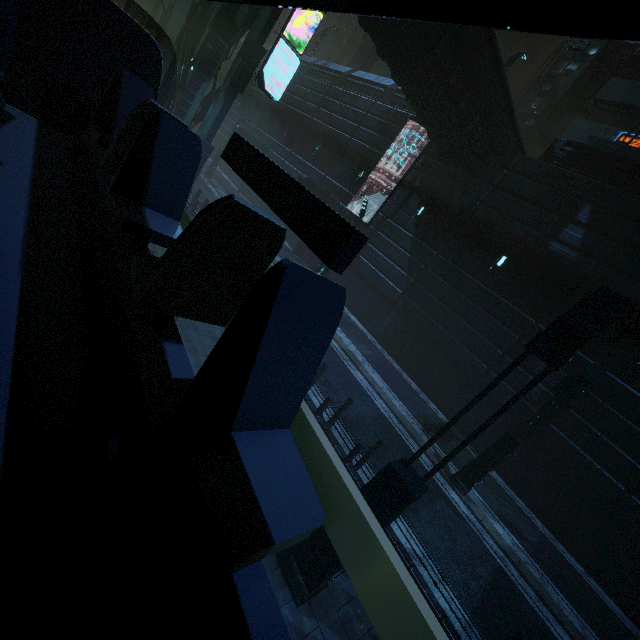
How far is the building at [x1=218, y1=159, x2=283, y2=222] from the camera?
28.91m

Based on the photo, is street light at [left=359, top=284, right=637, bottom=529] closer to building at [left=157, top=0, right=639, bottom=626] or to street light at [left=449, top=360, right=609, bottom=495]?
building at [left=157, top=0, right=639, bottom=626]

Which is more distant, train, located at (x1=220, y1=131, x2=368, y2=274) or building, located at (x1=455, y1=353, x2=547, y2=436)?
building, located at (x1=455, y1=353, x2=547, y2=436)

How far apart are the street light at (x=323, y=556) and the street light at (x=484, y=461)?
6.7m

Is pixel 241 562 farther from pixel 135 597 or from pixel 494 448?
pixel 494 448

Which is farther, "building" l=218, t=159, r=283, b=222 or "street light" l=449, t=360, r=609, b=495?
"building" l=218, t=159, r=283, b=222

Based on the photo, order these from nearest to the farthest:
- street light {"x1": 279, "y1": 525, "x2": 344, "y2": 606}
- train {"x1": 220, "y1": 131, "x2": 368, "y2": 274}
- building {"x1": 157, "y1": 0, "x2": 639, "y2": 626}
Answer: train {"x1": 220, "y1": 131, "x2": 368, "y2": 274}
street light {"x1": 279, "y1": 525, "x2": 344, "y2": 606}
building {"x1": 157, "y1": 0, "x2": 639, "y2": 626}

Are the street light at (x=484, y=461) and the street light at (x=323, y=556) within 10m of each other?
yes
